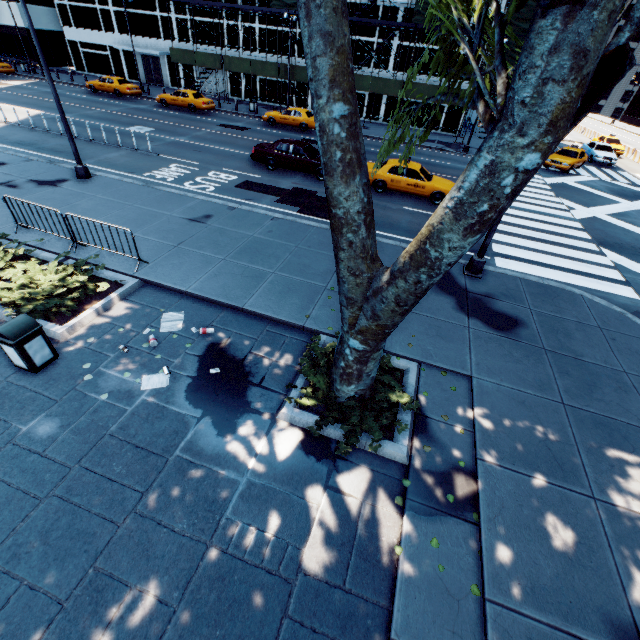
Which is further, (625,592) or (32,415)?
(32,415)

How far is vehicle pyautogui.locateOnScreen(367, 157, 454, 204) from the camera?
15.78m

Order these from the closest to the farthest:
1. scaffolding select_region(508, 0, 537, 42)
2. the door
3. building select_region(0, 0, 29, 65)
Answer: scaffolding select_region(508, 0, 537, 42)
the door
building select_region(0, 0, 29, 65)

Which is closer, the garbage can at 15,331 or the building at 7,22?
the garbage can at 15,331

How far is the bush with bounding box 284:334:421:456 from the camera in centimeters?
554cm

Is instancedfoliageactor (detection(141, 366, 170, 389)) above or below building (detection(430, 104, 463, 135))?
below

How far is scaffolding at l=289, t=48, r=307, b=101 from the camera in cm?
3000

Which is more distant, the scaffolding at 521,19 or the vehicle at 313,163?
the scaffolding at 521,19
